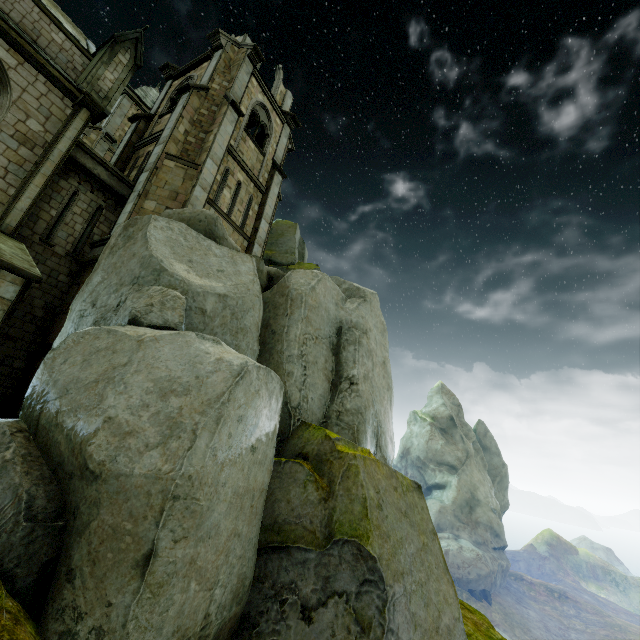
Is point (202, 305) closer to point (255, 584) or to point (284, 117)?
point (255, 584)

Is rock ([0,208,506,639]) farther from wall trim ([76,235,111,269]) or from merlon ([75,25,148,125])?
merlon ([75,25,148,125])

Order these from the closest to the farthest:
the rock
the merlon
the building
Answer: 1. the rock
2. the building
3. the merlon

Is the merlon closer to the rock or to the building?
the building

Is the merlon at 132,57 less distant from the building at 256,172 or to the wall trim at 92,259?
the building at 256,172

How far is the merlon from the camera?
12.5 meters

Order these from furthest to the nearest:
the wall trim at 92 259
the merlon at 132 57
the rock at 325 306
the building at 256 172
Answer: the merlon at 132 57
the wall trim at 92 259
the building at 256 172
the rock at 325 306
